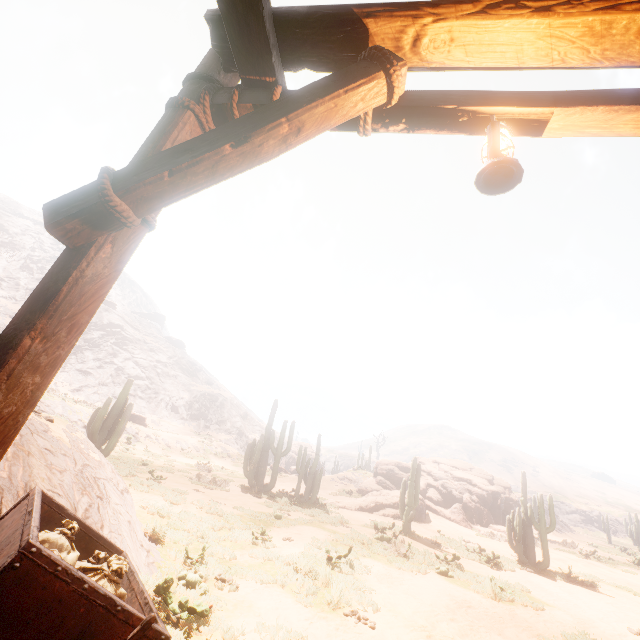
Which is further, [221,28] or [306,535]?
[306,535]

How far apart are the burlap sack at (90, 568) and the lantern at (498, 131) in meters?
3.3 m

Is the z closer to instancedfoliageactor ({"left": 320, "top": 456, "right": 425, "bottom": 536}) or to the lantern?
instancedfoliageactor ({"left": 320, "top": 456, "right": 425, "bottom": 536})

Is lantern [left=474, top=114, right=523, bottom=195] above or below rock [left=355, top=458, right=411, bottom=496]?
above

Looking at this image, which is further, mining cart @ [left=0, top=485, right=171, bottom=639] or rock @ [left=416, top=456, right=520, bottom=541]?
rock @ [left=416, top=456, right=520, bottom=541]

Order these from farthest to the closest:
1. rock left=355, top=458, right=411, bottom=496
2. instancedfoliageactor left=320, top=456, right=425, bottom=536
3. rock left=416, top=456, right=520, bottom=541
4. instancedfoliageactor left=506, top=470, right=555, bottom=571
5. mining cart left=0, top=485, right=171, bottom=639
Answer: rock left=355, top=458, right=411, bottom=496 < rock left=416, top=456, right=520, bottom=541 < instancedfoliageactor left=320, top=456, right=425, bottom=536 < instancedfoliageactor left=506, top=470, right=555, bottom=571 < mining cart left=0, top=485, right=171, bottom=639

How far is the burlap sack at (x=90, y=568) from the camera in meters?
2.0 m

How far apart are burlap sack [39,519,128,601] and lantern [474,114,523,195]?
3.3m
